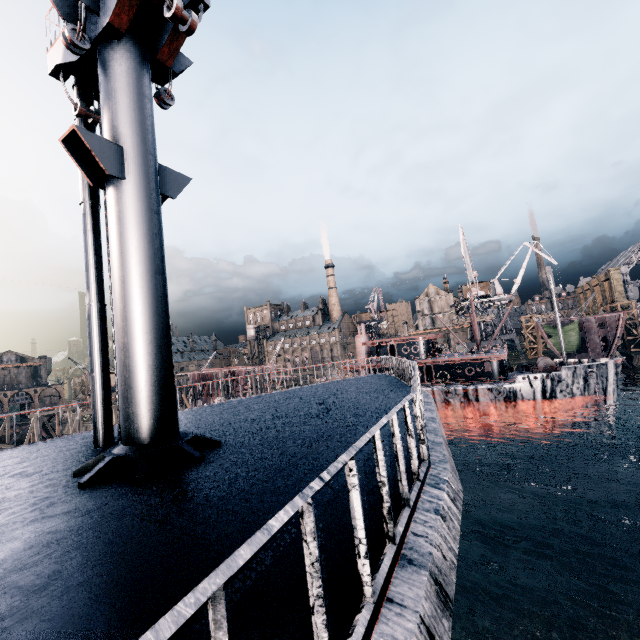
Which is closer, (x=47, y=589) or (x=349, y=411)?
(x=47, y=589)
